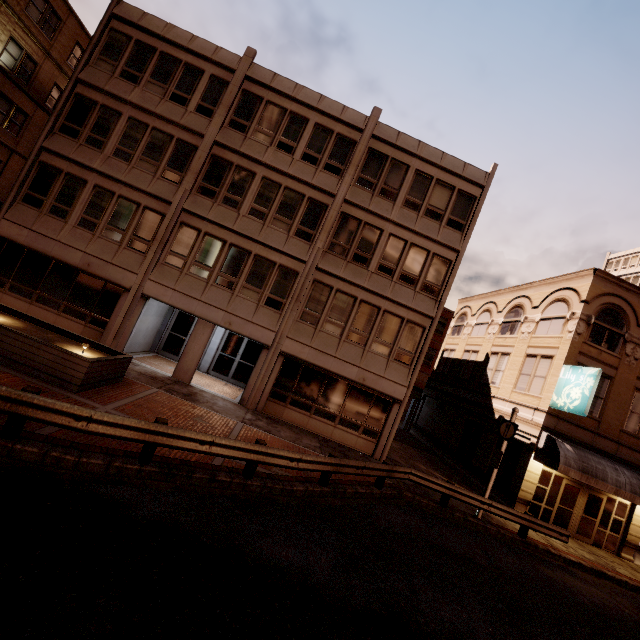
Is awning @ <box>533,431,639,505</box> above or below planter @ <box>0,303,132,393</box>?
above

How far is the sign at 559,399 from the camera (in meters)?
14.59

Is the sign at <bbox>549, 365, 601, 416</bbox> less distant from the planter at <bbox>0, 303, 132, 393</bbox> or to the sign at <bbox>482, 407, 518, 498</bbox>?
the sign at <bbox>482, 407, 518, 498</bbox>

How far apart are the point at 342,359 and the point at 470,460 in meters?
12.1 m

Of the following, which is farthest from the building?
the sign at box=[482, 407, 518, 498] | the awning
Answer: the sign at box=[482, 407, 518, 498]

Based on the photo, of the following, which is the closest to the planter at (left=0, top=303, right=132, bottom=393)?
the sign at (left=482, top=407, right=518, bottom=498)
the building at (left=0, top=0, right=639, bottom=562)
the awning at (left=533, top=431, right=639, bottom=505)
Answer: the building at (left=0, top=0, right=639, bottom=562)

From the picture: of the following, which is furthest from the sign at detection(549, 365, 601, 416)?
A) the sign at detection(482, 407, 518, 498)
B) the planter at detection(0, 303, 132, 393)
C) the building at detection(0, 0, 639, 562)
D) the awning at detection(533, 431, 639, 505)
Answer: the planter at detection(0, 303, 132, 393)

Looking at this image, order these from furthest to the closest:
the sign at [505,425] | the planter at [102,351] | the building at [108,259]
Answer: the building at [108,259]
the sign at [505,425]
the planter at [102,351]
